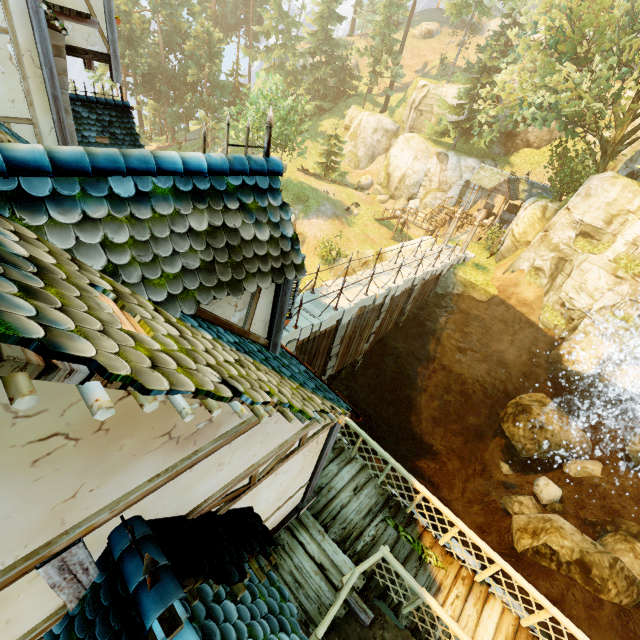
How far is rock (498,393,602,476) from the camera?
16.5m

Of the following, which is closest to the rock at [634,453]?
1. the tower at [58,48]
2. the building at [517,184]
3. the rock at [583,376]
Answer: the rock at [583,376]

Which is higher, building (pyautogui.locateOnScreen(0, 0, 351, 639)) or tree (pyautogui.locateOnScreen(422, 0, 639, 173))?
tree (pyautogui.locateOnScreen(422, 0, 639, 173))

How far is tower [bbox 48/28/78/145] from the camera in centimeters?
798cm

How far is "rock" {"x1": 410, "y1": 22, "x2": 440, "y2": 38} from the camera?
56.1 meters

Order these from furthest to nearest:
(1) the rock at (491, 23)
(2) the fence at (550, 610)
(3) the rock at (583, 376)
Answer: (1) the rock at (491, 23) < (3) the rock at (583, 376) < (2) the fence at (550, 610)

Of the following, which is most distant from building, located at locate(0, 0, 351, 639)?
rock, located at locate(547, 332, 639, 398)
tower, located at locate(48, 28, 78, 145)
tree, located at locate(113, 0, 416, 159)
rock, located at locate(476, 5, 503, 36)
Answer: rock, located at locate(476, 5, 503, 36)

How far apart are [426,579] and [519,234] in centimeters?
2330cm
